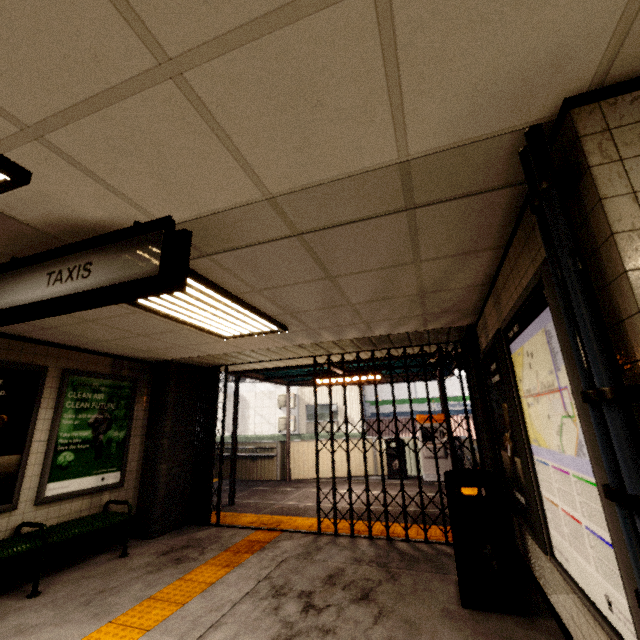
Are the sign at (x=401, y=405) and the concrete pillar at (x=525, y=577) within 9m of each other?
no

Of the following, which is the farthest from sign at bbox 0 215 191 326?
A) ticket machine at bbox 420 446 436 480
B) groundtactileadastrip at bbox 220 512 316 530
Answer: ticket machine at bbox 420 446 436 480

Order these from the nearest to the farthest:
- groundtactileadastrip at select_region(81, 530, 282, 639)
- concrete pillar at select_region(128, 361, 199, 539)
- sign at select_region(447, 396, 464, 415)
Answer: groundtactileadastrip at select_region(81, 530, 282, 639)
concrete pillar at select_region(128, 361, 199, 539)
sign at select_region(447, 396, 464, 415)

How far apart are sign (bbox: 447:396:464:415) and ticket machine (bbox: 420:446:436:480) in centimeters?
835cm

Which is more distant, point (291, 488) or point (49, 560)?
point (291, 488)

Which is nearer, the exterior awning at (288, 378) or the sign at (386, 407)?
the exterior awning at (288, 378)

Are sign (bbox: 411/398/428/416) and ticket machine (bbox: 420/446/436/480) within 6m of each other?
no

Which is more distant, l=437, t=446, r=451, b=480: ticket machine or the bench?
l=437, t=446, r=451, b=480: ticket machine
